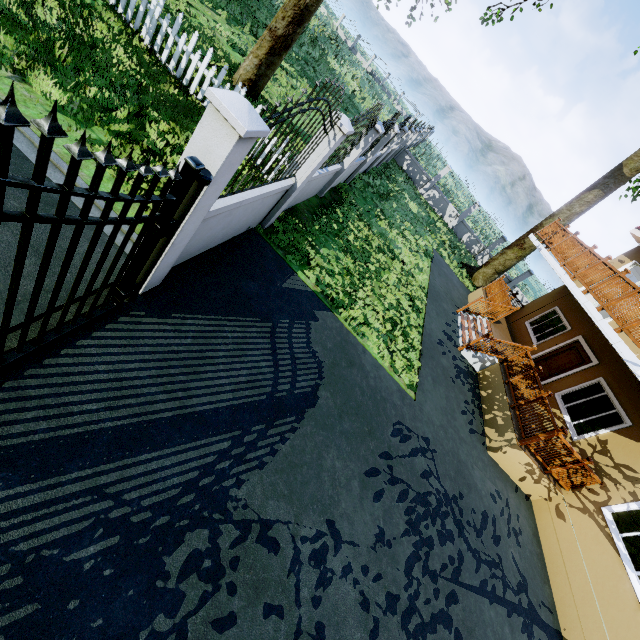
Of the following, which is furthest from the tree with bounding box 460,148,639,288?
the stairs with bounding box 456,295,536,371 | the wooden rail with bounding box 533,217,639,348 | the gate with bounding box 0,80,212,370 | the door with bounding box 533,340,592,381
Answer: the gate with bounding box 0,80,212,370

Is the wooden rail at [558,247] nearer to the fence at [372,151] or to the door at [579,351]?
the door at [579,351]

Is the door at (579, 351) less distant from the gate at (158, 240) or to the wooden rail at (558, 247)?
the wooden rail at (558, 247)

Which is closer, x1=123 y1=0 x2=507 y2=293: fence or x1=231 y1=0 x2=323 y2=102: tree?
x1=123 y1=0 x2=507 y2=293: fence

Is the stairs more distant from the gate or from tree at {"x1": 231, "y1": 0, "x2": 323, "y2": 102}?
the gate

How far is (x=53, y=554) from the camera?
2.42m

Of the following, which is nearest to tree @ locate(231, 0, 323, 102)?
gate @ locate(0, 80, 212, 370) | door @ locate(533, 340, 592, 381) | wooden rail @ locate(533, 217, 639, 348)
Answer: wooden rail @ locate(533, 217, 639, 348)

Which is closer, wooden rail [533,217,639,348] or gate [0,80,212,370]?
gate [0,80,212,370]
